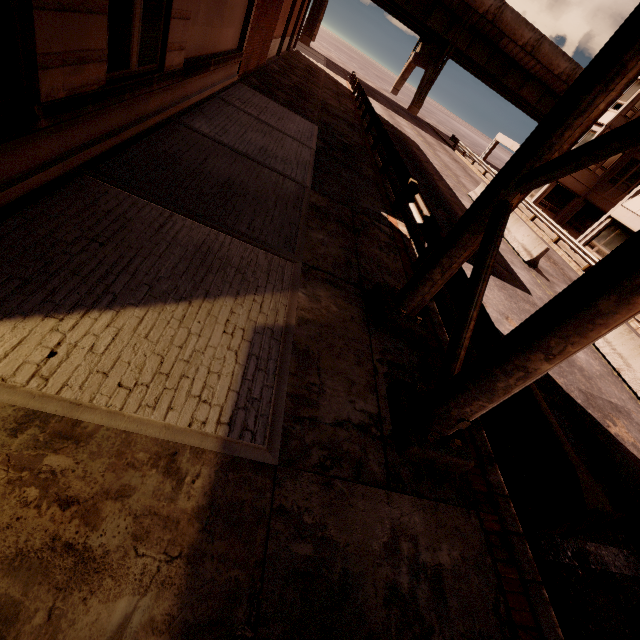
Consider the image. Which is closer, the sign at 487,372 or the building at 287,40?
the sign at 487,372

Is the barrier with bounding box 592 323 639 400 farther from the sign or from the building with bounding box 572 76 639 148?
the building with bounding box 572 76 639 148

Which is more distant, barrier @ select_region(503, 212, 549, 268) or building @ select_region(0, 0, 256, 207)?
barrier @ select_region(503, 212, 549, 268)

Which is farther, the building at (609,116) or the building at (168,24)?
the building at (609,116)

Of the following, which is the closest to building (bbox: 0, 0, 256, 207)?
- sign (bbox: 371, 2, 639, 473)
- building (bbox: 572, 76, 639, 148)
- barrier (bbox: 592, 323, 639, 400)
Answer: sign (bbox: 371, 2, 639, 473)

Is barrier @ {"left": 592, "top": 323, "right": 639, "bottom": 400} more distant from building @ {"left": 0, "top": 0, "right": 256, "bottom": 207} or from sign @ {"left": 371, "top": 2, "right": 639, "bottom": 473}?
building @ {"left": 0, "top": 0, "right": 256, "bottom": 207}

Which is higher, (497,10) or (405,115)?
(497,10)

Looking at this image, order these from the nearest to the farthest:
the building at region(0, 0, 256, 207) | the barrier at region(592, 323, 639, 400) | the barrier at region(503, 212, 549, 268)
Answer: the building at region(0, 0, 256, 207)
the barrier at region(592, 323, 639, 400)
the barrier at region(503, 212, 549, 268)
